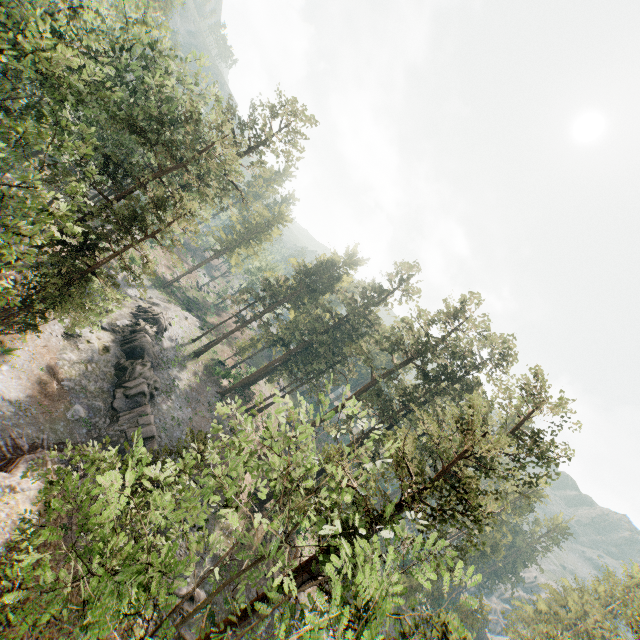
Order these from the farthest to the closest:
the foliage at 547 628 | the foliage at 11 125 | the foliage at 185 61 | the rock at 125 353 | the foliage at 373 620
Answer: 1. the foliage at 185 61
2. the rock at 125 353
3. the foliage at 547 628
4. the foliage at 11 125
5. the foliage at 373 620

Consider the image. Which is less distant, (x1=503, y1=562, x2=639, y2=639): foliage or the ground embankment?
the ground embankment

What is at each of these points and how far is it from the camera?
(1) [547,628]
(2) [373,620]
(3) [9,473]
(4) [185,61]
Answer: (1) foliage, 23.66m
(2) foliage, 8.21m
(3) ground embankment, 19.19m
(4) foliage, 33.53m

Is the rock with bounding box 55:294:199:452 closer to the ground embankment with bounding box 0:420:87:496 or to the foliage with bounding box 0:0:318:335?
the ground embankment with bounding box 0:420:87:496

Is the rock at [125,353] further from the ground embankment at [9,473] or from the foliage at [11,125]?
the foliage at [11,125]

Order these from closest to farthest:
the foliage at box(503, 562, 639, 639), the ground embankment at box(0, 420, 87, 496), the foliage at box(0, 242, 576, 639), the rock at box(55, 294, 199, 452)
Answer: the foliage at box(0, 242, 576, 639) → the ground embankment at box(0, 420, 87, 496) → the foliage at box(503, 562, 639, 639) → the rock at box(55, 294, 199, 452)
